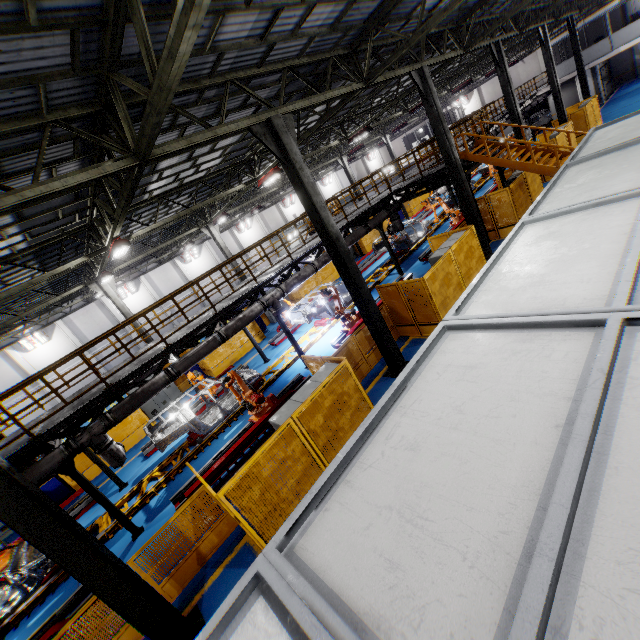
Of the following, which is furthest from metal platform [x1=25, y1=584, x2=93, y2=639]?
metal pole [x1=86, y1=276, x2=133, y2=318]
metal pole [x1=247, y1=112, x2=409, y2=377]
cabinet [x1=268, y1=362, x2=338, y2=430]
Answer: metal pole [x1=86, y1=276, x2=133, y2=318]

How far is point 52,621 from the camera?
8.1m

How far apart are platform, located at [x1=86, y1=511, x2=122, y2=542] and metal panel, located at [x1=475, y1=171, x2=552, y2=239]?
4.6 meters

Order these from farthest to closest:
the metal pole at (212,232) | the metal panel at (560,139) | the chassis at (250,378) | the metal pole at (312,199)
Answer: the metal pole at (212,232) → the metal panel at (560,139) → the chassis at (250,378) → the metal pole at (312,199)

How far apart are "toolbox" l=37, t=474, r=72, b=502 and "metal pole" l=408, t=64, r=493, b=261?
21.3 meters

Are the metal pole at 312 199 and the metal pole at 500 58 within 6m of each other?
no

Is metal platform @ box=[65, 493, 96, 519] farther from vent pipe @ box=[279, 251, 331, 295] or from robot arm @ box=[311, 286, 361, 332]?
robot arm @ box=[311, 286, 361, 332]

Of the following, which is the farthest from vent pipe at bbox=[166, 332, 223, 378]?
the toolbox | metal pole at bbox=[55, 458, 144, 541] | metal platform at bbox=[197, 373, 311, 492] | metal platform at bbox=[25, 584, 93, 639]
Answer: the toolbox
